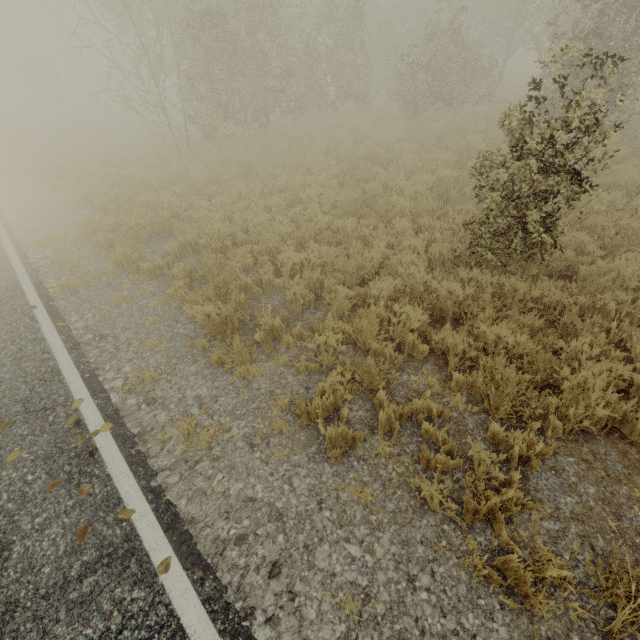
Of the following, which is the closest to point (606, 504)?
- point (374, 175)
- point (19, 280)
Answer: point (374, 175)
